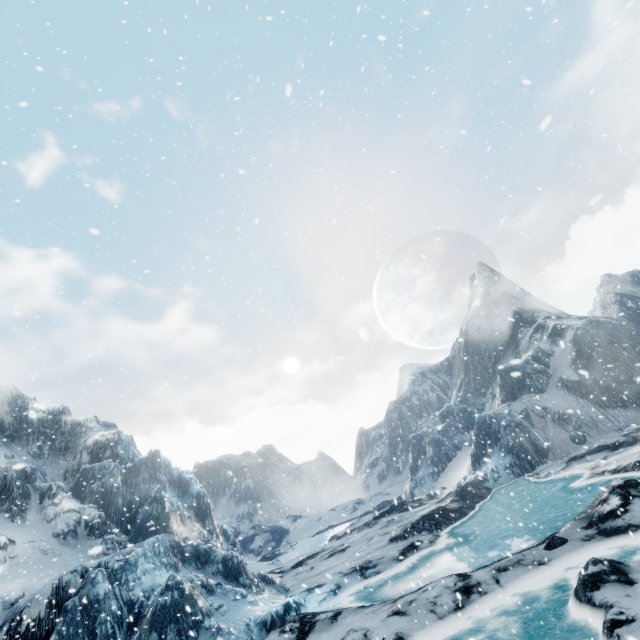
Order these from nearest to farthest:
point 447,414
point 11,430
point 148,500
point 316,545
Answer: point 148,500 < point 11,430 < point 316,545 < point 447,414
